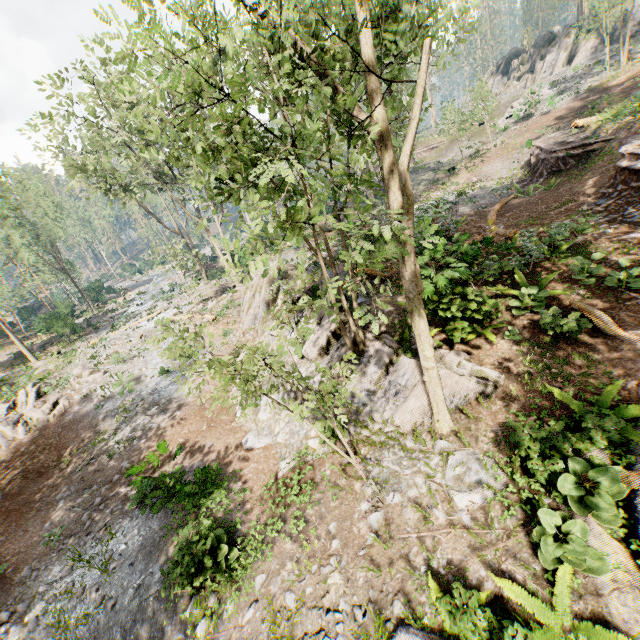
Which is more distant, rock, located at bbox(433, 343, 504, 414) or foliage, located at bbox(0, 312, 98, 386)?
foliage, located at bbox(0, 312, 98, 386)

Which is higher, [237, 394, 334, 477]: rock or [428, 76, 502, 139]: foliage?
[428, 76, 502, 139]: foliage

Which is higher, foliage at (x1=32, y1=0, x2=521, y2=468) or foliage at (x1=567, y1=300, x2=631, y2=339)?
foliage at (x1=32, y1=0, x2=521, y2=468)

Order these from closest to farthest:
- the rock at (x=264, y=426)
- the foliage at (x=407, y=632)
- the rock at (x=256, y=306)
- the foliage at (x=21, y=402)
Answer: the foliage at (x=407, y=632), the rock at (x=264, y=426), the rock at (x=256, y=306), the foliage at (x=21, y=402)

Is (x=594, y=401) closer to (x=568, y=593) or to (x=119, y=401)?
(x=568, y=593)

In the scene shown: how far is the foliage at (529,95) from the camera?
32.0m

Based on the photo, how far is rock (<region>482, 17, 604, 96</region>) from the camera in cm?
3809
